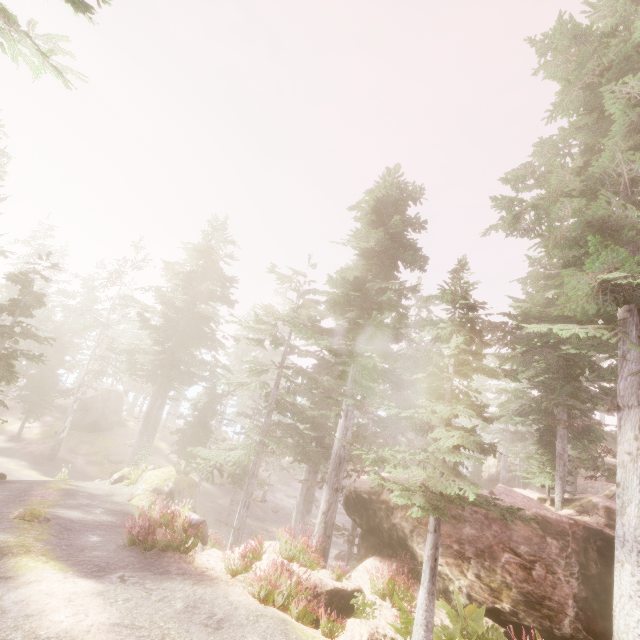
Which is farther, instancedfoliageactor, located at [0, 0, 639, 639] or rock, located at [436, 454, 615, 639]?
rock, located at [436, 454, 615, 639]

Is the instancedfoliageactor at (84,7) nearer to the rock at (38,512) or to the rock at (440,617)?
the rock at (440,617)

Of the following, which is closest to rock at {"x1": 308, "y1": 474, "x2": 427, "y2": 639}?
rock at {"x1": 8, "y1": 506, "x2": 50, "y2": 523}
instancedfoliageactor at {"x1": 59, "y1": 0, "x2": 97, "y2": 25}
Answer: instancedfoliageactor at {"x1": 59, "y1": 0, "x2": 97, "y2": 25}

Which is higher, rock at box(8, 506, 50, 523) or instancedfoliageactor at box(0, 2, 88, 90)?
instancedfoliageactor at box(0, 2, 88, 90)

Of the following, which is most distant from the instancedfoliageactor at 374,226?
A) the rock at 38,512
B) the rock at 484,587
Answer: the rock at 38,512

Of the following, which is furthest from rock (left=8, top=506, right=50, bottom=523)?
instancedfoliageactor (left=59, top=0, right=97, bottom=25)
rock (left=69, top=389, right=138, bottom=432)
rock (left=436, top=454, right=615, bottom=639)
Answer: rock (left=69, top=389, right=138, bottom=432)

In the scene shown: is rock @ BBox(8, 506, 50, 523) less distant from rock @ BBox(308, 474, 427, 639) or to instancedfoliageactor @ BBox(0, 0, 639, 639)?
instancedfoliageactor @ BBox(0, 0, 639, 639)

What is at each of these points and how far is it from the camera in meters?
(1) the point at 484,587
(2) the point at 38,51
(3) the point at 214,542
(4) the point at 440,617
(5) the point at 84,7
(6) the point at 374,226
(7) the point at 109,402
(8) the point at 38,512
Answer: (1) rock, 10.1
(2) instancedfoliageactor, 10.1
(3) instancedfoliageactor, 16.5
(4) rock, 9.9
(5) instancedfoliageactor, 11.3
(6) instancedfoliageactor, 17.3
(7) rock, 38.8
(8) rock, 12.0
